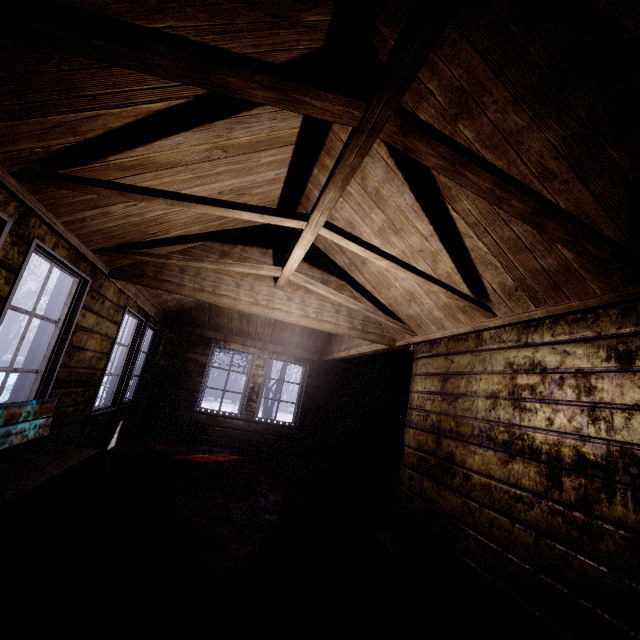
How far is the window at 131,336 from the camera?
3.7m

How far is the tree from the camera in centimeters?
932cm

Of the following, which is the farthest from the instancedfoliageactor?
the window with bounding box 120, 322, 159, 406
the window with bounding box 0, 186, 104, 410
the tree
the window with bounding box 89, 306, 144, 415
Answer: the window with bounding box 0, 186, 104, 410

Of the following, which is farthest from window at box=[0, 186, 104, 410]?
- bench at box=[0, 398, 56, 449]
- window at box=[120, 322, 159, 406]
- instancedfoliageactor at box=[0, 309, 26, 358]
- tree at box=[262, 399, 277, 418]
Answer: instancedfoliageactor at box=[0, 309, 26, 358]

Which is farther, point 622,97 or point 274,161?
point 274,161

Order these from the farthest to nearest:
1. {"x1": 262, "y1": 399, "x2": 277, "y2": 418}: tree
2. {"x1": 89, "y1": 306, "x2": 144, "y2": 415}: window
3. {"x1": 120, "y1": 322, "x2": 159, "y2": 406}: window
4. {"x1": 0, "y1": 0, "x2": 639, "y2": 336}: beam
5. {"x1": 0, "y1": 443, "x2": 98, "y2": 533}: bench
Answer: {"x1": 262, "y1": 399, "x2": 277, "y2": 418}: tree
{"x1": 120, "y1": 322, "x2": 159, "y2": 406}: window
{"x1": 89, "y1": 306, "x2": 144, "y2": 415}: window
{"x1": 0, "y1": 443, "x2": 98, "y2": 533}: bench
{"x1": 0, "y1": 0, "x2": 639, "y2": 336}: beam

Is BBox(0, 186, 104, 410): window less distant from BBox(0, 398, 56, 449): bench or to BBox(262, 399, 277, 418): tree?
BBox(0, 398, 56, 449): bench

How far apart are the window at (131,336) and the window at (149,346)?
0.20m
